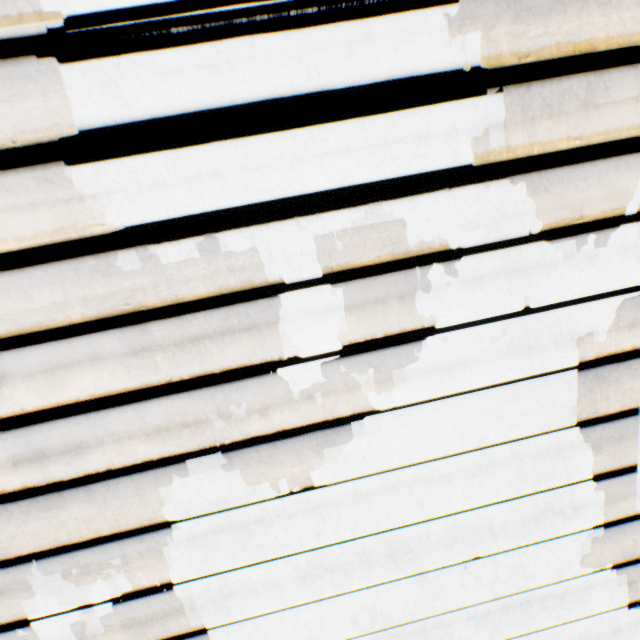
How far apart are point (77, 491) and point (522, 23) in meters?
1.9
